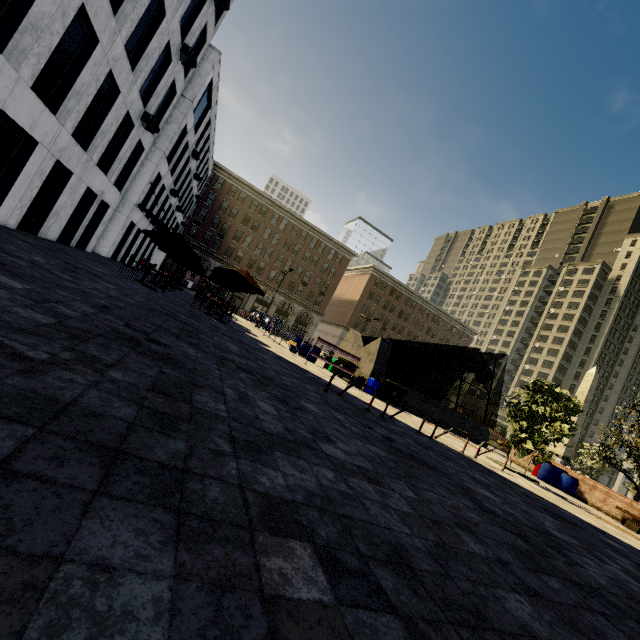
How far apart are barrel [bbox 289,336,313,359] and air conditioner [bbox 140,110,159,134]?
13.4 meters

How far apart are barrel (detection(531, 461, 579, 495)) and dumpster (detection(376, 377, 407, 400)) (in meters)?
8.22

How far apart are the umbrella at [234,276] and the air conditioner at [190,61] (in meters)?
10.48

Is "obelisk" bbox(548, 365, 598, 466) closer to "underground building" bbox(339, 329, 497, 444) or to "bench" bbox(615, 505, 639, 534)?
"underground building" bbox(339, 329, 497, 444)

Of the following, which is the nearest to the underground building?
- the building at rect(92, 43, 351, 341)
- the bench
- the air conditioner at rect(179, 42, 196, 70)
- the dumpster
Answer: the dumpster

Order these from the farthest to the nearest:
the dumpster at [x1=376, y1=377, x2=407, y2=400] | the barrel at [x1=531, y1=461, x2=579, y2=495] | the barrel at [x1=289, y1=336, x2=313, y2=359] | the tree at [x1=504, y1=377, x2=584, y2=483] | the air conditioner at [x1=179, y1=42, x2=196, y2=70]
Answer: the barrel at [x1=289, y1=336, x2=313, y2=359]
the dumpster at [x1=376, y1=377, x2=407, y2=400]
the barrel at [x1=531, y1=461, x2=579, y2=495]
the air conditioner at [x1=179, y1=42, x2=196, y2=70]
the tree at [x1=504, y1=377, x2=584, y2=483]

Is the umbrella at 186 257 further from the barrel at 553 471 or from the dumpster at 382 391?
the barrel at 553 471

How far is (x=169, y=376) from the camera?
3.82m
